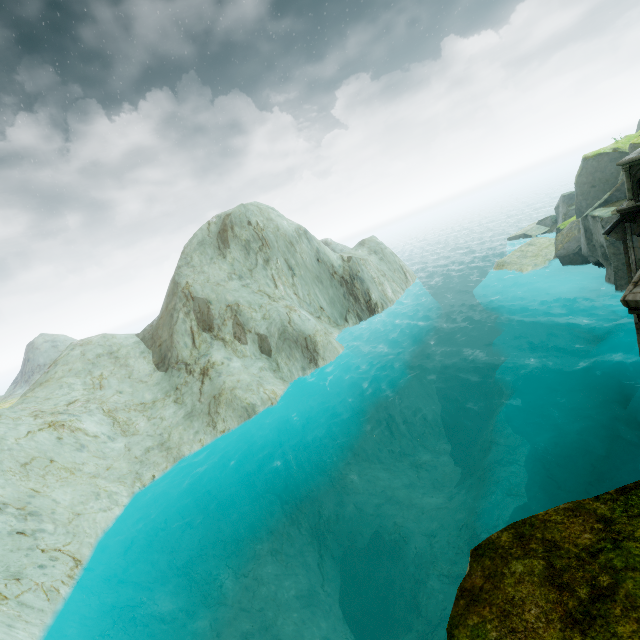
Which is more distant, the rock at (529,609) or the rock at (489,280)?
the rock at (489,280)

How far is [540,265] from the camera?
25.00m

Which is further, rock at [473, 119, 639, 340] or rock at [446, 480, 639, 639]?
rock at [473, 119, 639, 340]
